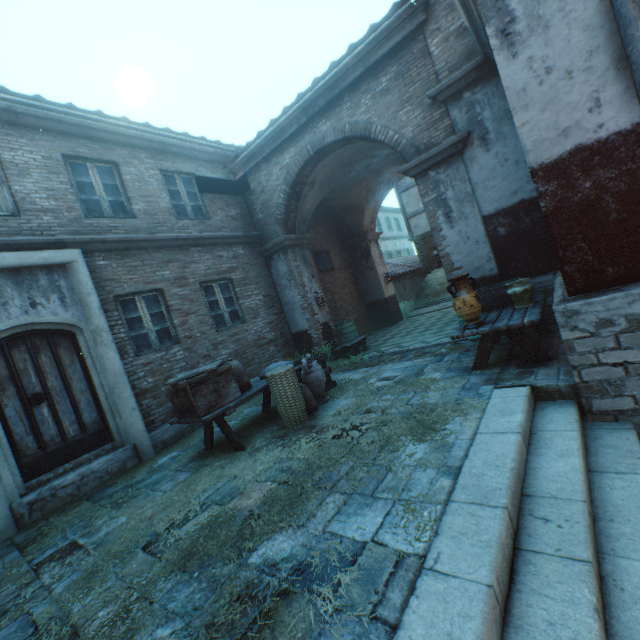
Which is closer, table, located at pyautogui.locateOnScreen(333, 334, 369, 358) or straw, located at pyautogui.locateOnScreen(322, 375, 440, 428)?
straw, located at pyautogui.locateOnScreen(322, 375, 440, 428)

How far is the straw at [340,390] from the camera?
4.82m

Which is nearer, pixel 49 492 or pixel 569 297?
pixel 569 297

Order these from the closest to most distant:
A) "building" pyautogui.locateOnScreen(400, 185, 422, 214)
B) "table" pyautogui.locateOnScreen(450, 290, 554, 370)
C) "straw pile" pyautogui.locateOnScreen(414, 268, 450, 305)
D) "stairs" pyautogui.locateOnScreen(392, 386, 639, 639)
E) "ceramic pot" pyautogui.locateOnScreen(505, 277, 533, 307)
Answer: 1. "stairs" pyautogui.locateOnScreen(392, 386, 639, 639)
2. "table" pyautogui.locateOnScreen(450, 290, 554, 370)
3. "ceramic pot" pyautogui.locateOnScreen(505, 277, 533, 307)
4. "straw pile" pyautogui.locateOnScreen(414, 268, 450, 305)
5. "building" pyautogui.locateOnScreen(400, 185, 422, 214)

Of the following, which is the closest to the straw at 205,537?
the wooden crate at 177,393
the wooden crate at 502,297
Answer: the wooden crate at 177,393

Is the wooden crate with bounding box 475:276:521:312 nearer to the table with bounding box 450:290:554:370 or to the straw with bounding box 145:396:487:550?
the table with bounding box 450:290:554:370

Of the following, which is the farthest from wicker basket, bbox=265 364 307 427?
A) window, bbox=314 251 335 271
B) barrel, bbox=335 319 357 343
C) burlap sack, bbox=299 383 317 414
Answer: window, bbox=314 251 335 271

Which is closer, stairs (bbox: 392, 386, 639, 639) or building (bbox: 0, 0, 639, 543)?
stairs (bbox: 392, 386, 639, 639)
